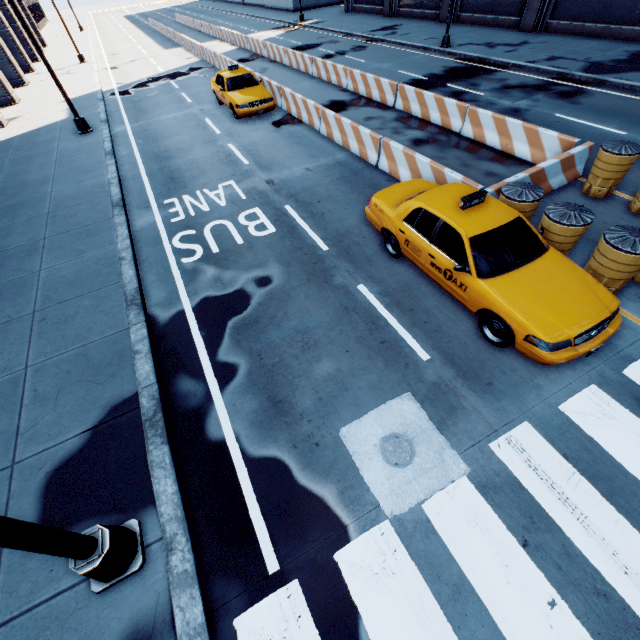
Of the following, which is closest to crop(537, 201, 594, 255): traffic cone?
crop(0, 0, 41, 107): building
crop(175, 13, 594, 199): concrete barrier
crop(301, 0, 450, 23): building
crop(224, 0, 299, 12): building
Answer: crop(175, 13, 594, 199): concrete barrier

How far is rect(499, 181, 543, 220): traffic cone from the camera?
6.6 meters

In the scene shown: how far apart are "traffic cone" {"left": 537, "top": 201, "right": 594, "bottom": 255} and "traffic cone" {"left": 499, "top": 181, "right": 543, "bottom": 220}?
0.27m

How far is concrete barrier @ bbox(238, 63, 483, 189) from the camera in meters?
8.6

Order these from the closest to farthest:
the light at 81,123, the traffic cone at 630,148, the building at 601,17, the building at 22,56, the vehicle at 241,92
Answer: the traffic cone at 630,148 → the light at 81,123 → the vehicle at 241,92 → the building at 601,17 → the building at 22,56

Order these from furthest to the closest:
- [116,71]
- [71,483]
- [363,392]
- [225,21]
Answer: [225,21]
[116,71]
[363,392]
[71,483]

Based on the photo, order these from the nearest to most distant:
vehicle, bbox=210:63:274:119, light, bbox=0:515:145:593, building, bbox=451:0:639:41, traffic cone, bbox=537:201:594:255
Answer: light, bbox=0:515:145:593 < traffic cone, bbox=537:201:594:255 < vehicle, bbox=210:63:274:119 < building, bbox=451:0:639:41

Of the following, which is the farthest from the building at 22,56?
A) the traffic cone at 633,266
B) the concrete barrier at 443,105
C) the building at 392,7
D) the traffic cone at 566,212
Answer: the building at 392,7
